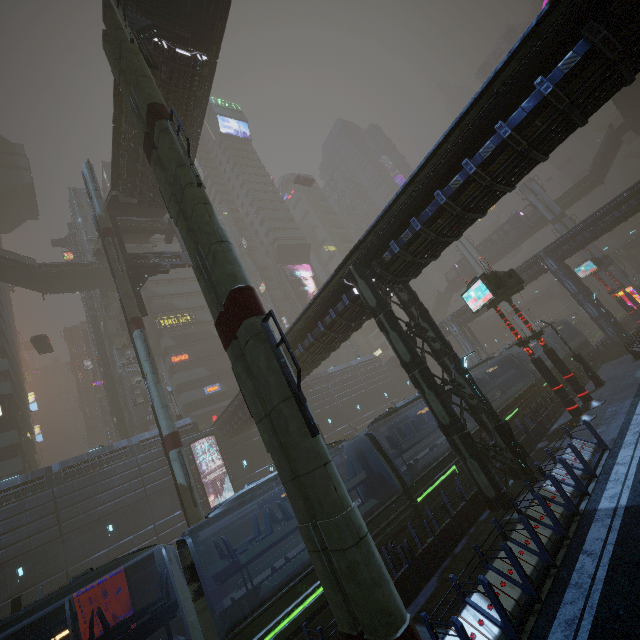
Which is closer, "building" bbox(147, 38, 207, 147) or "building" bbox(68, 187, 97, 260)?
"building" bbox(147, 38, 207, 147)

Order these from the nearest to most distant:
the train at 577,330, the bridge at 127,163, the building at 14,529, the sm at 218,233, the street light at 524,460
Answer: the sm at 218,233, the street light at 524,460, the bridge at 127,163, the building at 14,529, the train at 577,330

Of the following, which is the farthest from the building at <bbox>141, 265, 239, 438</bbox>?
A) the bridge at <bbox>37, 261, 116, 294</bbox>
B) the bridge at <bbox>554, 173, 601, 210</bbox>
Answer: the bridge at <bbox>554, 173, 601, 210</bbox>

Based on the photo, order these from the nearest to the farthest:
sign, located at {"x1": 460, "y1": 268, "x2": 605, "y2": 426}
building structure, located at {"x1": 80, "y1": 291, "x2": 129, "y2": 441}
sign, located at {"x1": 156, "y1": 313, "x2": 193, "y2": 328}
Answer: sign, located at {"x1": 460, "y1": 268, "x2": 605, "y2": 426} → building structure, located at {"x1": 80, "y1": 291, "x2": 129, "y2": 441} → sign, located at {"x1": 156, "y1": 313, "x2": 193, "y2": 328}

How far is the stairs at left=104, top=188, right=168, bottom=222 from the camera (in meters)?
26.36

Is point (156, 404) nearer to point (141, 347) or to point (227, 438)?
point (141, 347)

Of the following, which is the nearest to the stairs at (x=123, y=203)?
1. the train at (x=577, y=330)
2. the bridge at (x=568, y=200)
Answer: the train at (x=577, y=330)

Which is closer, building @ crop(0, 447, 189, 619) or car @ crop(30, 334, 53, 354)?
building @ crop(0, 447, 189, 619)
